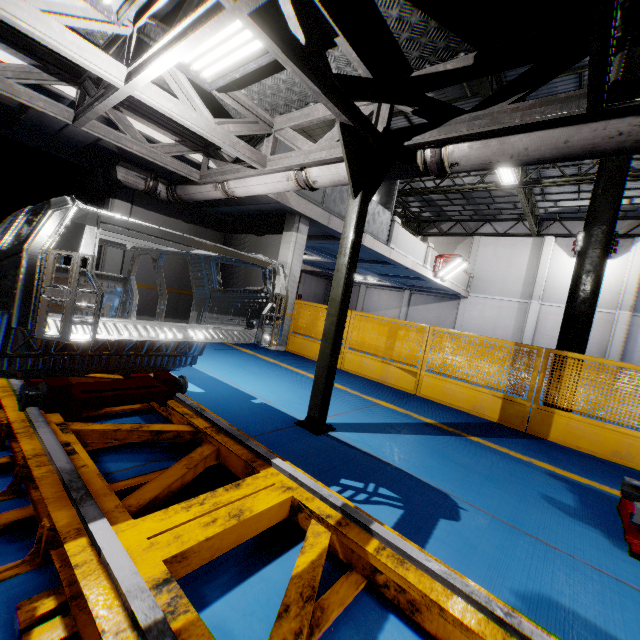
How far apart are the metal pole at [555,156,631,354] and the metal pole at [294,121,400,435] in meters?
4.4

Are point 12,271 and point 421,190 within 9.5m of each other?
no

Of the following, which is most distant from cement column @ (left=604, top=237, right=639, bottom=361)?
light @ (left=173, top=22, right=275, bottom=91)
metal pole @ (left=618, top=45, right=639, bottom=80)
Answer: light @ (left=173, top=22, right=275, bottom=91)

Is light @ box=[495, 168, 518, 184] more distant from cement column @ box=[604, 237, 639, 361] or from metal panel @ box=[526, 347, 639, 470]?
cement column @ box=[604, 237, 639, 361]

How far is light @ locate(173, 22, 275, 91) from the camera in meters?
3.1 m

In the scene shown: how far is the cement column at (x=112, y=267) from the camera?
8.7 meters

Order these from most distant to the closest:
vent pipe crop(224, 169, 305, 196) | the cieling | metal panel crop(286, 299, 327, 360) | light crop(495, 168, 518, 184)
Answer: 1. light crop(495, 168, 518, 184)
2. the cieling
3. metal panel crop(286, 299, 327, 360)
4. vent pipe crop(224, 169, 305, 196)

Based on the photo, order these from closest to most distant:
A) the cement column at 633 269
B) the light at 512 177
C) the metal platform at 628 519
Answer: the metal platform at 628 519 < the light at 512 177 < the cement column at 633 269
